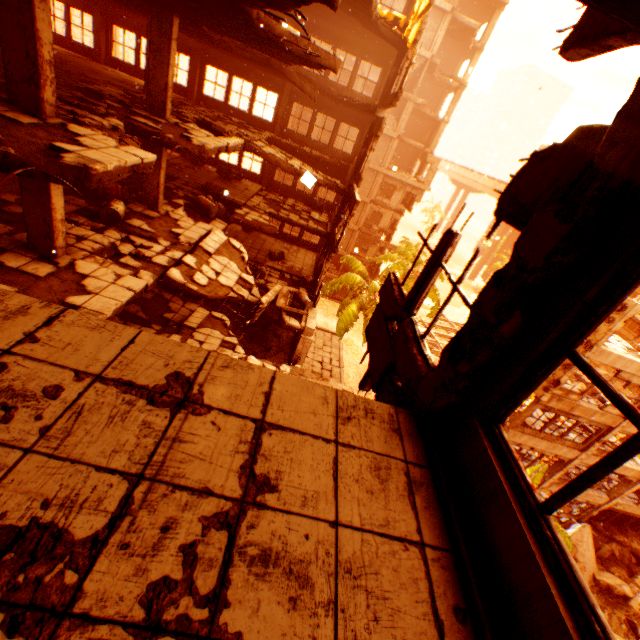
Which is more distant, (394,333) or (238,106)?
(238,106)

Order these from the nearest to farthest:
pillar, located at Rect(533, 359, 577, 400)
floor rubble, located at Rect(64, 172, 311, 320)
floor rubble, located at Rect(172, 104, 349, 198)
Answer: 1. floor rubble, located at Rect(64, 172, 311, 320)
2. floor rubble, located at Rect(172, 104, 349, 198)
3. pillar, located at Rect(533, 359, 577, 400)

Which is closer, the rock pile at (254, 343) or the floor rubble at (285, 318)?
the floor rubble at (285, 318)

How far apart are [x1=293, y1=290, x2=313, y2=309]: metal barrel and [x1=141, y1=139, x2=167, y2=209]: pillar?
6.4m

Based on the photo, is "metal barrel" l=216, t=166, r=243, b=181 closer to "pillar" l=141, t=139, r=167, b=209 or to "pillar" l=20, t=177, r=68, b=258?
"pillar" l=141, t=139, r=167, b=209

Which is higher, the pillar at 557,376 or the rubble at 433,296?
the pillar at 557,376

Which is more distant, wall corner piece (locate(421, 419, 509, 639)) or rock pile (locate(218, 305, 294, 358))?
rock pile (locate(218, 305, 294, 358))

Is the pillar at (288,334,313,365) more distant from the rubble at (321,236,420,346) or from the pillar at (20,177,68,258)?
the pillar at (20,177,68,258)
